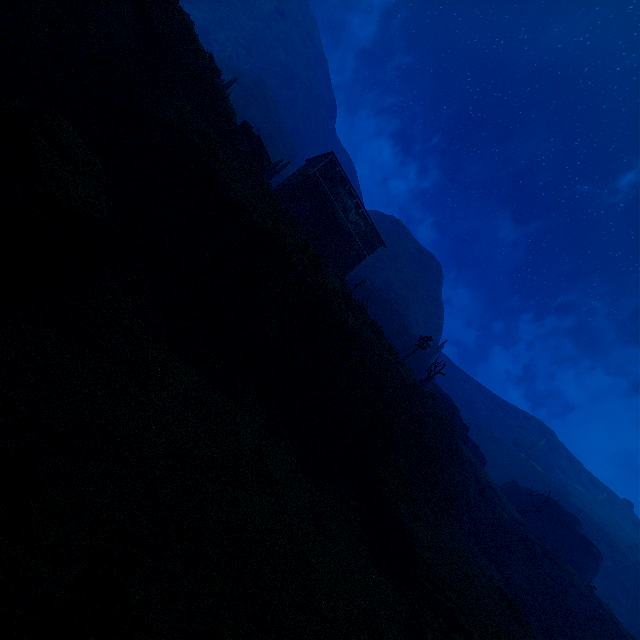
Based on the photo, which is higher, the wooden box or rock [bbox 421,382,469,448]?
rock [bbox 421,382,469,448]

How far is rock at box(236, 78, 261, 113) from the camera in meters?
57.8 m

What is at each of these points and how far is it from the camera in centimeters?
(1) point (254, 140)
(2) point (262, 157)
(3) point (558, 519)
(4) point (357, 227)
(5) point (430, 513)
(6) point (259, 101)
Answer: (1) carraige, 2262cm
(2) wooden box, 2270cm
(3) instancedfoliageactor, 3500cm
(4) building, 3145cm
(5) z, 1536cm
(6) rock, 5956cm

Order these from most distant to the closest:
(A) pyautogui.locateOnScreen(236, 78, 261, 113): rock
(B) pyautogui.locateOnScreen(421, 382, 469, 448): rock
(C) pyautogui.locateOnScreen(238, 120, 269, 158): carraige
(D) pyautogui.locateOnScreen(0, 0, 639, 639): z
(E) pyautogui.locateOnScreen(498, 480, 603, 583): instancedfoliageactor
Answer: (A) pyautogui.locateOnScreen(236, 78, 261, 113): rock < (E) pyautogui.locateOnScreen(498, 480, 603, 583): instancedfoliageactor < (B) pyautogui.locateOnScreen(421, 382, 469, 448): rock < (C) pyautogui.locateOnScreen(238, 120, 269, 158): carraige < (D) pyautogui.locateOnScreen(0, 0, 639, 639): z

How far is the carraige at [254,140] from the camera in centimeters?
2205cm

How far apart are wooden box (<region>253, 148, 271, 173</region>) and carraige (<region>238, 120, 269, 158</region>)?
0.0 meters

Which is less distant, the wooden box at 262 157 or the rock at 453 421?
the wooden box at 262 157

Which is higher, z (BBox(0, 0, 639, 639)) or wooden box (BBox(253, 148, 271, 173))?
wooden box (BBox(253, 148, 271, 173))
